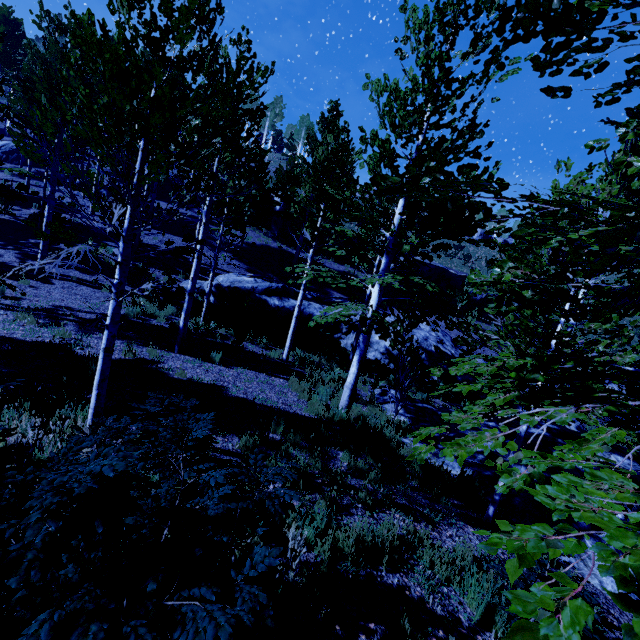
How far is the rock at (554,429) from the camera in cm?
903

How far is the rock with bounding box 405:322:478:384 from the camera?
16.5 meters

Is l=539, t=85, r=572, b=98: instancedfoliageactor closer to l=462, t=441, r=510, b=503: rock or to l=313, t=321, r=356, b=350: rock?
l=462, t=441, r=510, b=503: rock

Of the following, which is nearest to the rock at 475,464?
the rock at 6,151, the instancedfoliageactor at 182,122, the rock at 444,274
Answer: the instancedfoliageactor at 182,122

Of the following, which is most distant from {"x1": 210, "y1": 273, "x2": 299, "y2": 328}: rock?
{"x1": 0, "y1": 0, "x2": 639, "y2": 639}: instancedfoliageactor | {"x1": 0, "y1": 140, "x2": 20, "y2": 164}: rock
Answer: {"x1": 0, "y1": 140, "x2": 20, "y2": 164}: rock

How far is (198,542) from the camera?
1.9m

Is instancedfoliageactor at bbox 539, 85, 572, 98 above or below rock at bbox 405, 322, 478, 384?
above
